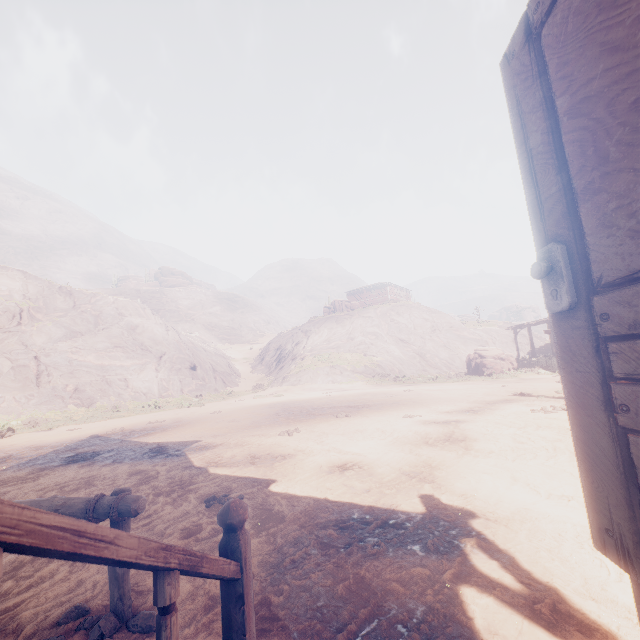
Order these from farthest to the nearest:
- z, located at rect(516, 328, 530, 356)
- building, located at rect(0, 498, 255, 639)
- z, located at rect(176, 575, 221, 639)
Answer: z, located at rect(516, 328, 530, 356), z, located at rect(176, 575, 221, 639), building, located at rect(0, 498, 255, 639)

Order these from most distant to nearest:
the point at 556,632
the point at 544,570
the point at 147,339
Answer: the point at 147,339
the point at 544,570
the point at 556,632

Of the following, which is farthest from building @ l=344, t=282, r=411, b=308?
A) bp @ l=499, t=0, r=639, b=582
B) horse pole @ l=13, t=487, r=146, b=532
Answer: horse pole @ l=13, t=487, r=146, b=532

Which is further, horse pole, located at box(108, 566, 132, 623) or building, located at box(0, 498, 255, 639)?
horse pole, located at box(108, 566, 132, 623)

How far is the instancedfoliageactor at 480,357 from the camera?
21.86m

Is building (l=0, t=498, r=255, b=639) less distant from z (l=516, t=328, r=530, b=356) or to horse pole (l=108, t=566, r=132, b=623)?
z (l=516, t=328, r=530, b=356)

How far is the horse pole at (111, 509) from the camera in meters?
2.4 m

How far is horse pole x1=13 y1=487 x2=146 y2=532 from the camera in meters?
2.4 m
